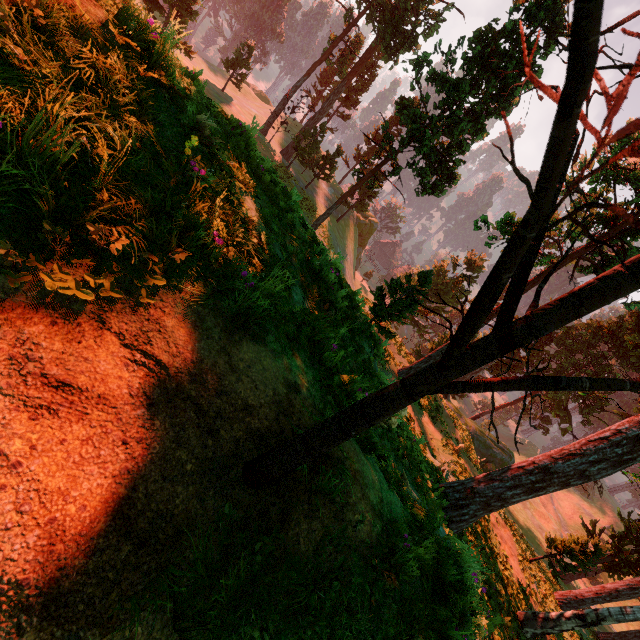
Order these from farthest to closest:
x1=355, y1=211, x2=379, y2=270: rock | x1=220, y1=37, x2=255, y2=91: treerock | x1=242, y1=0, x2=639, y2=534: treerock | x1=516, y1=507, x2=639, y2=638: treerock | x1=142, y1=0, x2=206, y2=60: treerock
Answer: x1=355, y1=211, x2=379, y2=270: rock < x1=220, y1=37, x2=255, y2=91: treerock < x1=516, y1=507, x2=639, y2=638: treerock < x1=142, y1=0, x2=206, y2=60: treerock < x1=242, y1=0, x2=639, y2=534: treerock

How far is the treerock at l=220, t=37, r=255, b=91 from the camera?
Result: 35.6m

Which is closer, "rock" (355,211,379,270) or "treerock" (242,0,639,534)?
"treerock" (242,0,639,534)

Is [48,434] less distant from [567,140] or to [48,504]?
[48,504]

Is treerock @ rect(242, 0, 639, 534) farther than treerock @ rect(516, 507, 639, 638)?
No

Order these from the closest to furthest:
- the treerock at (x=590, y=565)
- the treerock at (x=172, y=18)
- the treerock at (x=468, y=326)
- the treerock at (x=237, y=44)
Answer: the treerock at (x=468, y=326) < the treerock at (x=172, y=18) < the treerock at (x=590, y=565) < the treerock at (x=237, y=44)

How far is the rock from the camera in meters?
52.8

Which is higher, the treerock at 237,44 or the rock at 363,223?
the treerock at 237,44
